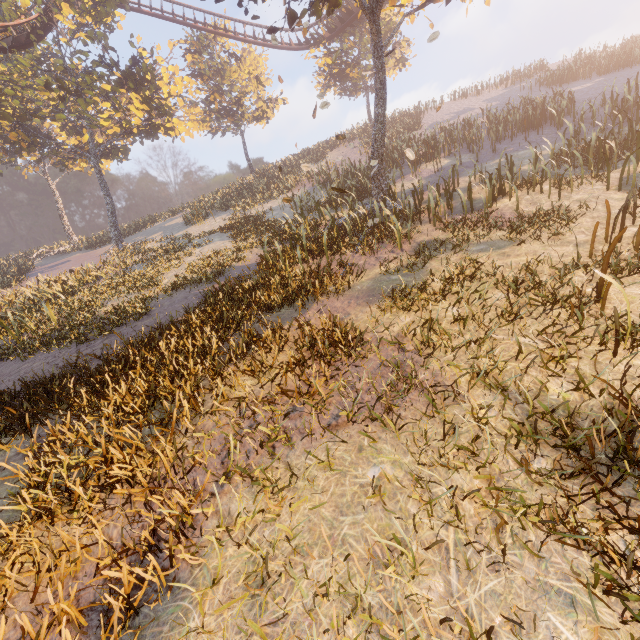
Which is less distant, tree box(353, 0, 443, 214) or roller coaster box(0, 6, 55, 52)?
tree box(353, 0, 443, 214)

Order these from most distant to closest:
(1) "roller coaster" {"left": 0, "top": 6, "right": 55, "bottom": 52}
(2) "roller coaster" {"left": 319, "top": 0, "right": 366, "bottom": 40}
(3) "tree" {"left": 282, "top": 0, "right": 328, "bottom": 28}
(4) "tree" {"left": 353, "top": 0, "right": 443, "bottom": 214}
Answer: (2) "roller coaster" {"left": 319, "top": 0, "right": 366, "bottom": 40} → (1) "roller coaster" {"left": 0, "top": 6, "right": 55, "bottom": 52} → (4) "tree" {"left": 353, "top": 0, "right": 443, "bottom": 214} → (3) "tree" {"left": 282, "top": 0, "right": 328, "bottom": 28}

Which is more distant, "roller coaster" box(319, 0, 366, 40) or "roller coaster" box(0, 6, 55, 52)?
"roller coaster" box(319, 0, 366, 40)

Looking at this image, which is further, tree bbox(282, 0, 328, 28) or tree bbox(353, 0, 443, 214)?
tree bbox(353, 0, 443, 214)

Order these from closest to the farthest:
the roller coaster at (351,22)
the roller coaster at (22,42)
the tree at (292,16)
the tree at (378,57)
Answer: the tree at (292,16) < the tree at (378,57) < the roller coaster at (22,42) < the roller coaster at (351,22)

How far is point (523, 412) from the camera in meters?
3.5

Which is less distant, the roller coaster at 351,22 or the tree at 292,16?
the tree at 292,16
